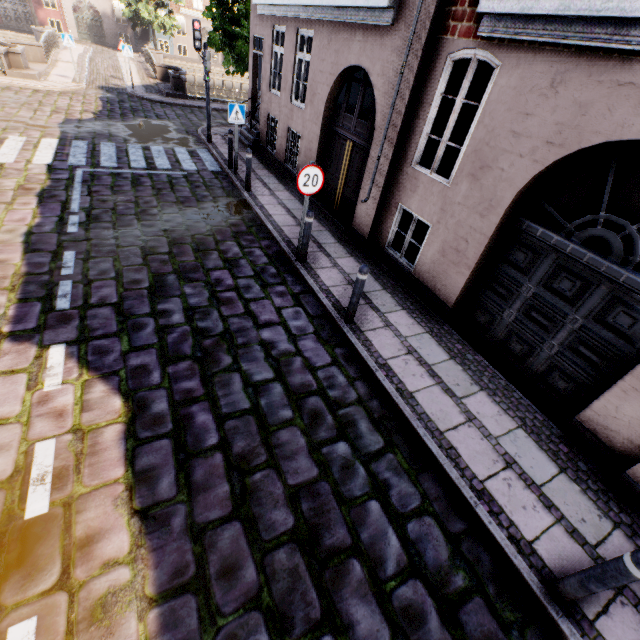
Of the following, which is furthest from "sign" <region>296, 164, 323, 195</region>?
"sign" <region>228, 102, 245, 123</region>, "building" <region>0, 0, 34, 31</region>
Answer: "sign" <region>228, 102, 245, 123</region>

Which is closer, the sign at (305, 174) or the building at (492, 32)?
the building at (492, 32)

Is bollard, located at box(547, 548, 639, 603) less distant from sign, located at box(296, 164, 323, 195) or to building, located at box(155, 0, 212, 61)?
building, located at box(155, 0, 212, 61)

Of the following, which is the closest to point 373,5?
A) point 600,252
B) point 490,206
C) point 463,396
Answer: point 490,206

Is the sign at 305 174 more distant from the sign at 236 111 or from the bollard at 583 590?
the bollard at 583 590

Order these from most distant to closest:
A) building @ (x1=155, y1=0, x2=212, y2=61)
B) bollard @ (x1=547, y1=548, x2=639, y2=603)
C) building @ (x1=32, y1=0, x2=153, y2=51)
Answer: building @ (x1=155, y1=0, x2=212, y2=61) → building @ (x1=32, y1=0, x2=153, y2=51) → bollard @ (x1=547, y1=548, x2=639, y2=603)

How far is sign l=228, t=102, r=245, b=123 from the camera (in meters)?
9.06

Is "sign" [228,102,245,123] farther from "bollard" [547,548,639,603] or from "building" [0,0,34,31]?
A: "bollard" [547,548,639,603]
